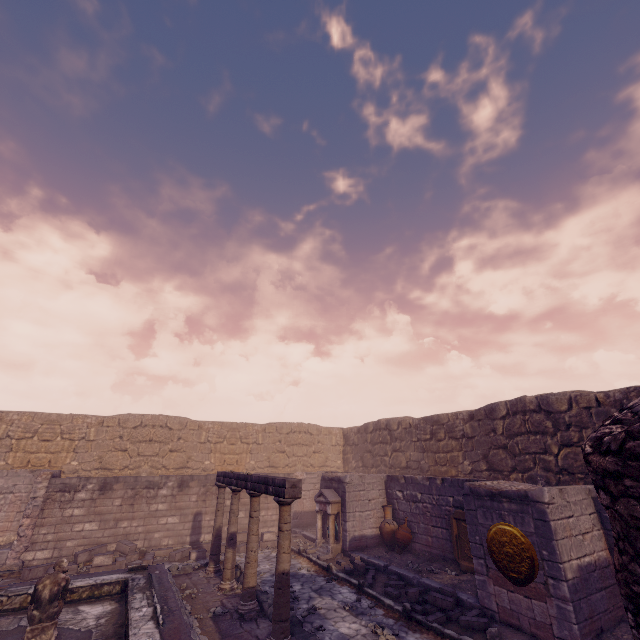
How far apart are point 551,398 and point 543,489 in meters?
5.4 m

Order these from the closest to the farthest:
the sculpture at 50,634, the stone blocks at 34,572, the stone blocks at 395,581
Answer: the sculpture at 50,634, the stone blocks at 395,581, the stone blocks at 34,572

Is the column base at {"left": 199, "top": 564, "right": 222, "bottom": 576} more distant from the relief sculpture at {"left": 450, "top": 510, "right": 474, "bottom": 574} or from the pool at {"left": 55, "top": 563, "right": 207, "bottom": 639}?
the relief sculpture at {"left": 450, "top": 510, "right": 474, "bottom": 574}

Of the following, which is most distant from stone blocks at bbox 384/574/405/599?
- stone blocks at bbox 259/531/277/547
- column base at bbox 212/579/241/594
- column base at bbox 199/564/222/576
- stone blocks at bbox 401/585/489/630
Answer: stone blocks at bbox 259/531/277/547

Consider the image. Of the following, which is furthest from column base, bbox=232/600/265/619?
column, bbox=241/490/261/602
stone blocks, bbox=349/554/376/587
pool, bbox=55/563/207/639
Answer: stone blocks, bbox=349/554/376/587

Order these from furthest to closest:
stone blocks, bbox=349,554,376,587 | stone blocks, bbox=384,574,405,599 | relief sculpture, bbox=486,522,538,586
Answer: stone blocks, bbox=349,554,376,587 → stone blocks, bbox=384,574,405,599 → relief sculpture, bbox=486,522,538,586

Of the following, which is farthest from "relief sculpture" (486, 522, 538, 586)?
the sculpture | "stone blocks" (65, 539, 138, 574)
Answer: "stone blocks" (65, 539, 138, 574)

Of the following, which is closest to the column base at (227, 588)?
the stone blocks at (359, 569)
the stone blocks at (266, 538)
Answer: the stone blocks at (359, 569)
